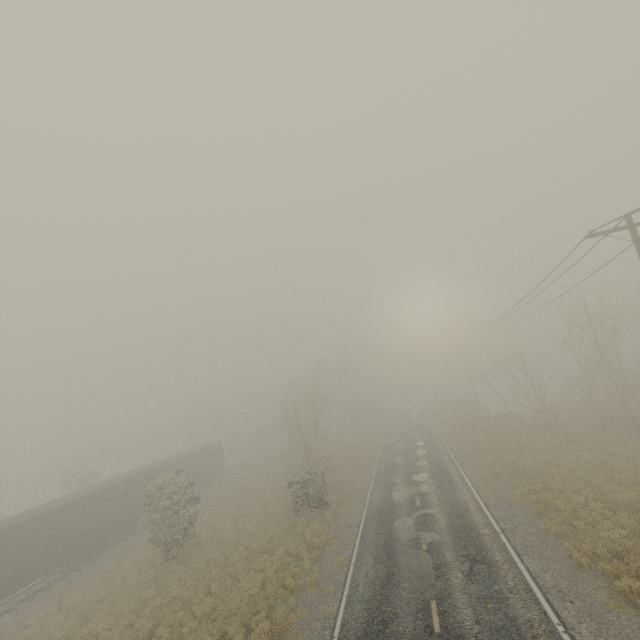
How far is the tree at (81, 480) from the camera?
36.22m

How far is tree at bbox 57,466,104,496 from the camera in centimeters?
3622cm

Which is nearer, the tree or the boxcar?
the boxcar

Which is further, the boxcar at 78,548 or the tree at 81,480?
the tree at 81,480

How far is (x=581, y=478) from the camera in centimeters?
1914cm
